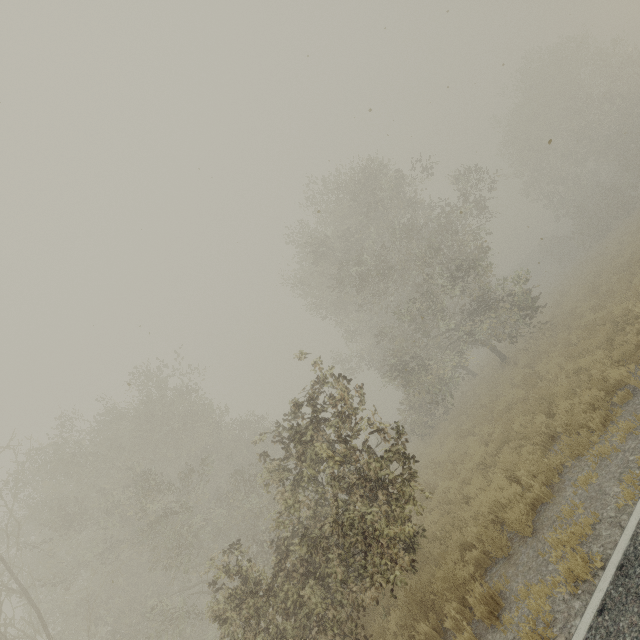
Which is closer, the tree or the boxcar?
the tree

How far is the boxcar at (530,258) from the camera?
54.88m

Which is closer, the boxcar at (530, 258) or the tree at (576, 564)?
the tree at (576, 564)

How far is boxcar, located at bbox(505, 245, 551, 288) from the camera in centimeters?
5488cm

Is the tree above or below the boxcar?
below

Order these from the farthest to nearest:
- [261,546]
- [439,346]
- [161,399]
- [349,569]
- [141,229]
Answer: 1. [439,346]
2. [161,399]
3. [261,546]
4. [141,229]
5. [349,569]
